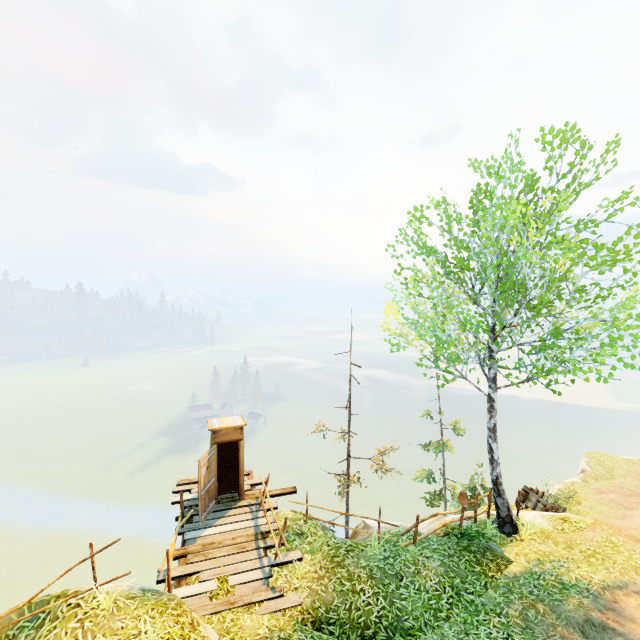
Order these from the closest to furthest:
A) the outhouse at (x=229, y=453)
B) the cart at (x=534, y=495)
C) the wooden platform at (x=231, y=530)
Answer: the wooden platform at (x=231, y=530) → the outhouse at (x=229, y=453) → the cart at (x=534, y=495)

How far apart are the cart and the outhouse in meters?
12.9 m

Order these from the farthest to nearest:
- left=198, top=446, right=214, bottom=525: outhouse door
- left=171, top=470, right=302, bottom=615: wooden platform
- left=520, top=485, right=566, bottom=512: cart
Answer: left=520, top=485, right=566, bottom=512: cart → left=198, top=446, right=214, bottom=525: outhouse door → left=171, top=470, right=302, bottom=615: wooden platform

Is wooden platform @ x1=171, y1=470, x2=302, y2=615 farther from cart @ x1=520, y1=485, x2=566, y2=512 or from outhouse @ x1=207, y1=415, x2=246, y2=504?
cart @ x1=520, y1=485, x2=566, y2=512

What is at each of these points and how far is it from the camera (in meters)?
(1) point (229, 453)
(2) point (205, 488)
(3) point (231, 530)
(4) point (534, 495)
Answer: (1) outhouse, 12.02
(2) outhouse door, 10.02
(3) wooden platform, 9.80
(4) cart, 14.70

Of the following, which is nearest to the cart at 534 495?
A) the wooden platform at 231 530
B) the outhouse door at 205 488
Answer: the wooden platform at 231 530

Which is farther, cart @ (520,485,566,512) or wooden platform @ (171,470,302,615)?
cart @ (520,485,566,512)

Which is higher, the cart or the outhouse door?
the outhouse door
